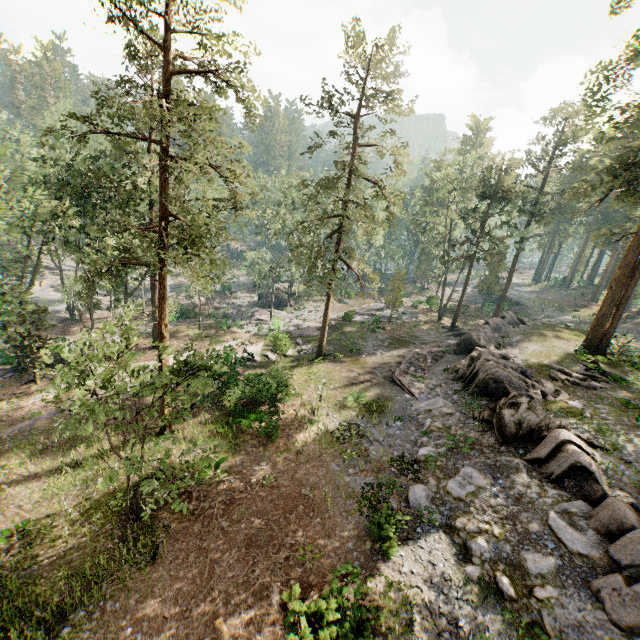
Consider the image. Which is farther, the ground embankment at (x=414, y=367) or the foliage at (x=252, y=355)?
the foliage at (x=252, y=355)

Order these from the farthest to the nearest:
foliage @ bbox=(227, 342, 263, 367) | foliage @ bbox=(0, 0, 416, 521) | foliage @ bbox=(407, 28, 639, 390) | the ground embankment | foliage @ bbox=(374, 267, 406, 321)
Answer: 1. foliage @ bbox=(374, 267, 406, 321)
2. foliage @ bbox=(227, 342, 263, 367)
3. the ground embankment
4. foliage @ bbox=(407, 28, 639, 390)
5. foliage @ bbox=(0, 0, 416, 521)

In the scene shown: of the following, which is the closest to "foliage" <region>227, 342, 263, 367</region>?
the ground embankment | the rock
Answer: the rock

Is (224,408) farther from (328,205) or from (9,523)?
(328,205)

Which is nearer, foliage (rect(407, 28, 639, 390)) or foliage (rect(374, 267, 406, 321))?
foliage (rect(407, 28, 639, 390))

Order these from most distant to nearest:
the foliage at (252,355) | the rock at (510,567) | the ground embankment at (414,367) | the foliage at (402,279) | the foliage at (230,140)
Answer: the foliage at (402,279), the foliage at (252,355), the ground embankment at (414,367), the foliage at (230,140), the rock at (510,567)

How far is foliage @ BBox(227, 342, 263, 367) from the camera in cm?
2794

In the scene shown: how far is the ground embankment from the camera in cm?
2191
